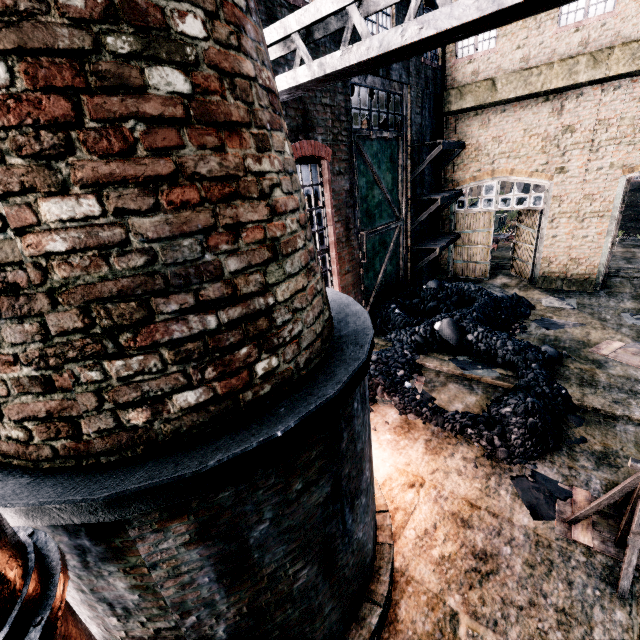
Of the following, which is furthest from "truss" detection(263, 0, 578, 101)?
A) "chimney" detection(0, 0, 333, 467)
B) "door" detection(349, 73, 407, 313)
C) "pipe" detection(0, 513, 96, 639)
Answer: "door" detection(349, 73, 407, 313)

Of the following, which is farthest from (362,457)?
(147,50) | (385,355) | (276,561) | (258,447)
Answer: (385,355)

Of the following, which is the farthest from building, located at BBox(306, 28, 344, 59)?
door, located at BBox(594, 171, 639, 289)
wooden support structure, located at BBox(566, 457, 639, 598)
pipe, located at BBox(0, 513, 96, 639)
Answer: wooden support structure, located at BBox(566, 457, 639, 598)

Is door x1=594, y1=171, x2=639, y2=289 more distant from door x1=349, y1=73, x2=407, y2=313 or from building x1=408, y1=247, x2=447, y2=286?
door x1=349, y1=73, x2=407, y2=313

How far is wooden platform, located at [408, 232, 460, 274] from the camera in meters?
14.7

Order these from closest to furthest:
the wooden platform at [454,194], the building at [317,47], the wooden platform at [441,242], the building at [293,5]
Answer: the building at [293,5]
the building at [317,47]
the wooden platform at [454,194]
the wooden platform at [441,242]

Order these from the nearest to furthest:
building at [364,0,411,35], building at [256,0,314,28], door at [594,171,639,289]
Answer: building at [256,0,314,28], building at [364,0,411,35], door at [594,171,639,289]

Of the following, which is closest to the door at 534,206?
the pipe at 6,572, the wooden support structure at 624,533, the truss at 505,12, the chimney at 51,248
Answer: the wooden support structure at 624,533
